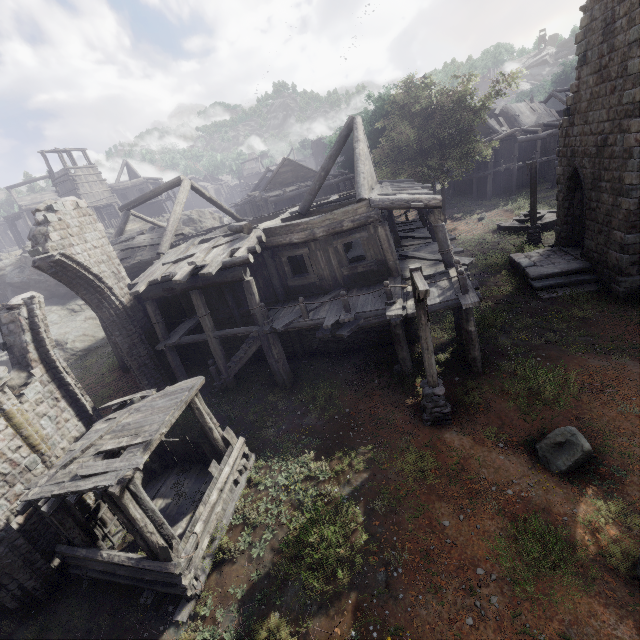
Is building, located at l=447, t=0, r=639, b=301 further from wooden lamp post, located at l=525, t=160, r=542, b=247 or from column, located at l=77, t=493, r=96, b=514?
wooden lamp post, located at l=525, t=160, r=542, b=247

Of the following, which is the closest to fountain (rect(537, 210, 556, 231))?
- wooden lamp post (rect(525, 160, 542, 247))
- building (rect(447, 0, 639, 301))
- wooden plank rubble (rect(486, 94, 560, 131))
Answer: wooden lamp post (rect(525, 160, 542, 247))

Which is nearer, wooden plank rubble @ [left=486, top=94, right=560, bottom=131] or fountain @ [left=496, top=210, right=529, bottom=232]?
fountain @ [left=496, top=210, right=529, bottom=232]

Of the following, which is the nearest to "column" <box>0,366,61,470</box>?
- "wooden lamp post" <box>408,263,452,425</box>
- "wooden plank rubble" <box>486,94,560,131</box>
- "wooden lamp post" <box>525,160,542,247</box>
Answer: "wooden lamp post" <box>408,263,452,425</box>

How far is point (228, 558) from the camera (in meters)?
7.41

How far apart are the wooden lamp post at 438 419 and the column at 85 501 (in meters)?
9.95

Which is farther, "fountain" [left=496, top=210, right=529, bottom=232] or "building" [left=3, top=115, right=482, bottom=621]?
"fountain" [left=496, top=210, right=529, bottom=232]

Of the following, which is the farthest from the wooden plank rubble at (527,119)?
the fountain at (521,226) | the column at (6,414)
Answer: the column at (6,414)
